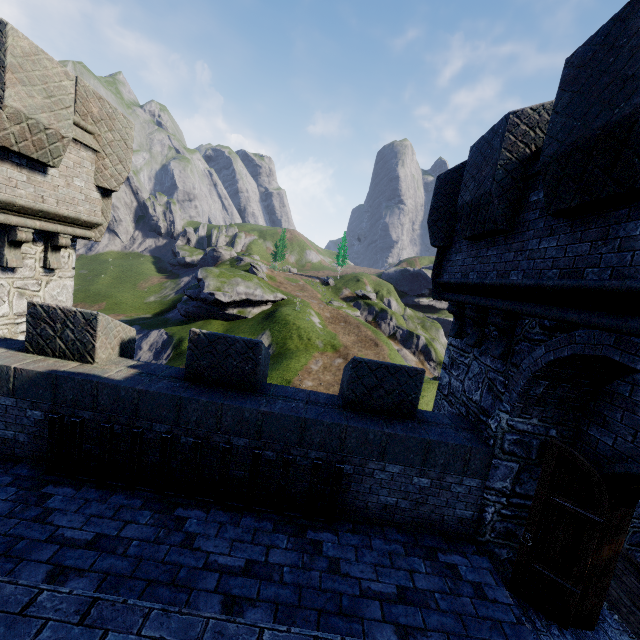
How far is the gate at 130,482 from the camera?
5.2 meters

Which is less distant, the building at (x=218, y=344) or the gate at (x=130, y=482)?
the building at (x=218, y=344)

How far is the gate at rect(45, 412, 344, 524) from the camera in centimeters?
520cm

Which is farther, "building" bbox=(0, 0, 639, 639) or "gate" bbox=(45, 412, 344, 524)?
"gate" bbox=(45, 412, 344, 524)

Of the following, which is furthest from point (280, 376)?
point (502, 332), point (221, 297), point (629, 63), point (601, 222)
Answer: point (629, 63)
